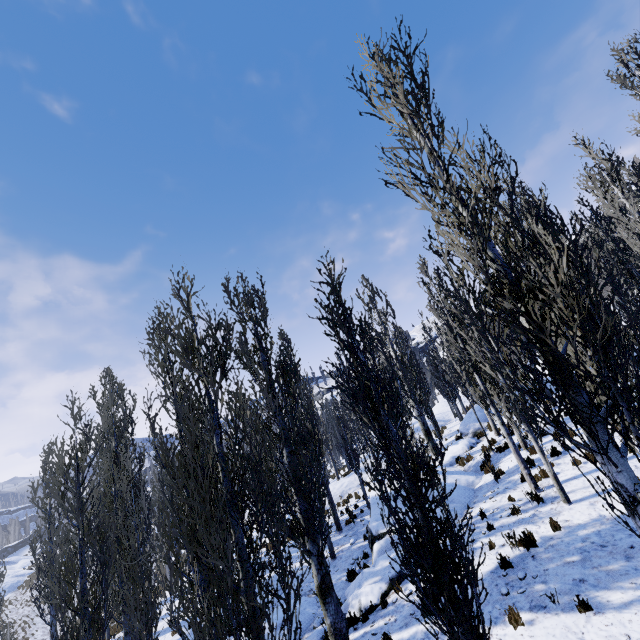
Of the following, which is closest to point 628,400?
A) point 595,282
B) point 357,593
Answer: point 595,282

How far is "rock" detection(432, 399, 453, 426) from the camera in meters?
34.0 m

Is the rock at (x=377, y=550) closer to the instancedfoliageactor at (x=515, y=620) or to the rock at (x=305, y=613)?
the instancedfoliageactor at (x=515, y=620)

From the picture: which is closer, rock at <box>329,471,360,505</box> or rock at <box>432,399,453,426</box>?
rock at <box>329,471,360,505</box>

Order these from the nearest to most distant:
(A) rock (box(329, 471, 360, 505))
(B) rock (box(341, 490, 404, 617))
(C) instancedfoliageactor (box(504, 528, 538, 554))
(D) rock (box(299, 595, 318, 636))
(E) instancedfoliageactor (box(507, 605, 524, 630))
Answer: (E) instancedfoliageactor (box(507, 605, 524, 630)), (C) instancedfoliageactor (box(504, 528, 538, 554)), (B) rock (box(341, 490, 404, 617)), (D) rock (box(299, 595, 318, 636)), (A) rock (box(329, 471, 360, 505))

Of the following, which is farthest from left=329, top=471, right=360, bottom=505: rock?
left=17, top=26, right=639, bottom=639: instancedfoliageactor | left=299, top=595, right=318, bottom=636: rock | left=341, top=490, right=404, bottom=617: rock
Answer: left=299, top=595, right=318, bottom=636: rock

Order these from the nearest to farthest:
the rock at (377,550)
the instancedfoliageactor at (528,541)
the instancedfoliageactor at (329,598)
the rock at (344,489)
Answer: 1. the instancedfoliageactor at (329,598)
2. the instancedfoliageactor at (528,541)
3. the rock at (377,550)
4. the rock at (344,489)

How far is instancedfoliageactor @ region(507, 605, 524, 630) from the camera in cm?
666
